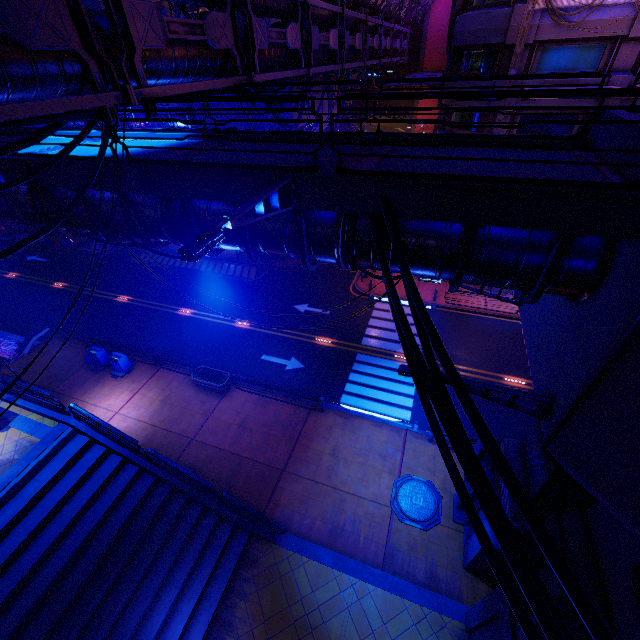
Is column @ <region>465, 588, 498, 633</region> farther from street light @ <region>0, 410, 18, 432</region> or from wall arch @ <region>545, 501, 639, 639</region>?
street light @ <region>0, 410, 18, 432</region>

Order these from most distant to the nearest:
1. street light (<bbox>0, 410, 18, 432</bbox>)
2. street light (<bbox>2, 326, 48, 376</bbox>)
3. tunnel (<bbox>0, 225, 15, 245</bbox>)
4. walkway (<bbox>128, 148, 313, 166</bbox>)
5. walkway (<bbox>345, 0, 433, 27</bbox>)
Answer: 1. tunnel (<bbox>0, 225, 15, 245</bbox>)
2. walkway (<bbox>345, 0, 433, 27</bbox>)
3. street light (<bbox>2, 326, 48, 376</bbox>)
4. street light (<bbox>0, 410, 18, 432</bbox>)
5. walkway (<bbox>128, 148, 313, 166</bbox>)

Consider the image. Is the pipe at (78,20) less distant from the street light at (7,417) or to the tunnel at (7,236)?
the street light at (7,417)

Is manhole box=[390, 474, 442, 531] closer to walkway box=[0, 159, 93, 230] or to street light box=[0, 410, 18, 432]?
walkway box=[0, 159, 93, 230]

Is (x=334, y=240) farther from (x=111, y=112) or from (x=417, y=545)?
(x=417, y=545)

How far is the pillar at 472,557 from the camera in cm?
1062

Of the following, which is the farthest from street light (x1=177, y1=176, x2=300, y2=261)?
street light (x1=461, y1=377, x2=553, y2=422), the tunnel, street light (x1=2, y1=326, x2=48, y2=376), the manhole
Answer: the tunnel

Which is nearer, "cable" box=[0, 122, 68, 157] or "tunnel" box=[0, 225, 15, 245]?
"cable" box=[0, 122, 68, 157]
